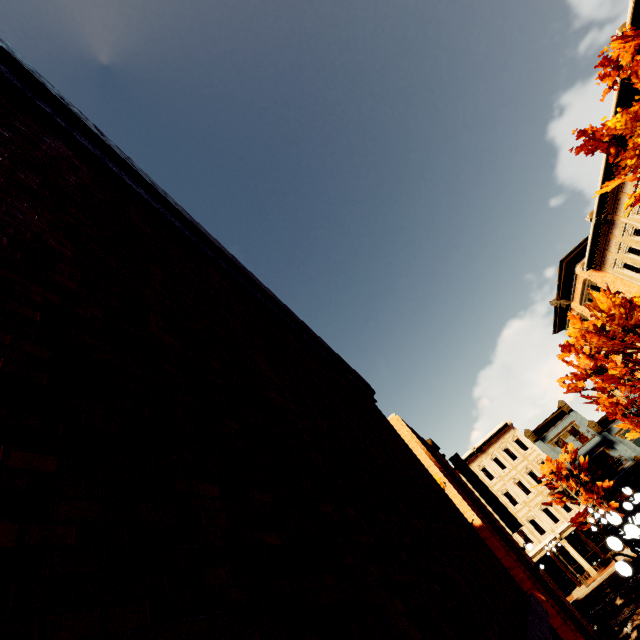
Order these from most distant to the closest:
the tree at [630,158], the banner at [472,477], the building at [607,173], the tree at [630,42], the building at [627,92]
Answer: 1. the banner at [472,477]
2. the building at [607,173]
3. the building at [627,92]
4. the tree at [630,158]
5. the tree at [630,42]

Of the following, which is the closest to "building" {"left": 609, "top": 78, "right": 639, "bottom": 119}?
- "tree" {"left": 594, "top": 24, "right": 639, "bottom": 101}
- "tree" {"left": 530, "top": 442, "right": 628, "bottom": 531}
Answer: "tree" {"left": 594, "top": 24, "right": 639, "bottom": 101}

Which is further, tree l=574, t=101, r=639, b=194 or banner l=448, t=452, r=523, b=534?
banner l=448, t=452, r=523, b=534

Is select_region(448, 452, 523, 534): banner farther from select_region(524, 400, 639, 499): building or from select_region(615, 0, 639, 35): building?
select_region(524, 400, 639, 499): building

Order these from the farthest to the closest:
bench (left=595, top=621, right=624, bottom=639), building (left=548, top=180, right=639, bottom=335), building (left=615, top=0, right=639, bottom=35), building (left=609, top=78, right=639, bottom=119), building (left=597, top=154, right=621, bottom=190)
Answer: building (left=548, top=180, right=639, bottom=335)
building (left=597, top=154, right=621, bottom=190)
building (left=609, top=78, right=639, bottom=119)
bench (left=595, top=621, right=624, bottom=639)
building (left=615, top=0, right=639, bottom=35)

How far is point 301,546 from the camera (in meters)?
1.74

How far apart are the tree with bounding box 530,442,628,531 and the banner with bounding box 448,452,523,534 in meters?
14.9 m

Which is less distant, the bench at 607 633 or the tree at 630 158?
the tree at 630 158
